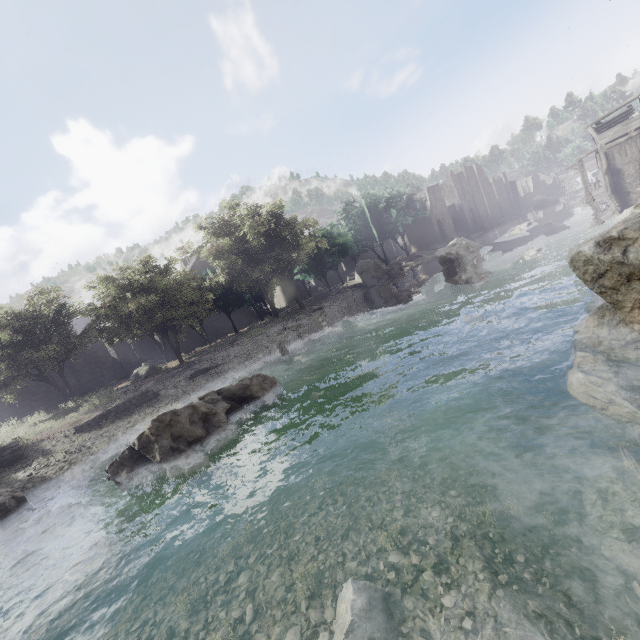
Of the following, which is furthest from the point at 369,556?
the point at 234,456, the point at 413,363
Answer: the point at 413,363

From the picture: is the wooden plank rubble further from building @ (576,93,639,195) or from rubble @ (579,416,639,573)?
rubble @ (579,416,639,573)

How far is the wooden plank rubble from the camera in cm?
3825

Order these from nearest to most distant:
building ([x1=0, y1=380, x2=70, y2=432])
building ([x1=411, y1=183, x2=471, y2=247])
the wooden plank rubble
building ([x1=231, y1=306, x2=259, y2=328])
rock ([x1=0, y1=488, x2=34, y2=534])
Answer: rock ([x1=0, y1=488, x2=34, y2=534])
building ([x1=0, y1=380, x2=70, y2=432])
the wooden plank rubble
building ([x1=231, y1=306, x2=259, y2=328])
building ([x1=411, y1=183, x2=471, y2=247])

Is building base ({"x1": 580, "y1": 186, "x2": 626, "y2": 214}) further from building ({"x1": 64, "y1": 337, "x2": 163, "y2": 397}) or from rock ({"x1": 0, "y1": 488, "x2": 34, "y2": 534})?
rock ({"x1": 0, "y1": 488, "x2": 34, "y2": 534})

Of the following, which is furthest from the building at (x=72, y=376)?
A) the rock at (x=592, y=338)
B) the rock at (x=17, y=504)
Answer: the rock at (x=17, y=504)

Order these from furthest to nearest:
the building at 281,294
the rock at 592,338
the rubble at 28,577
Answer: the building at 281,294
the rubble at 28,577
the rock at 592,338

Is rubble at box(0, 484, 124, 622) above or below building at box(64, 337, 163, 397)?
below
